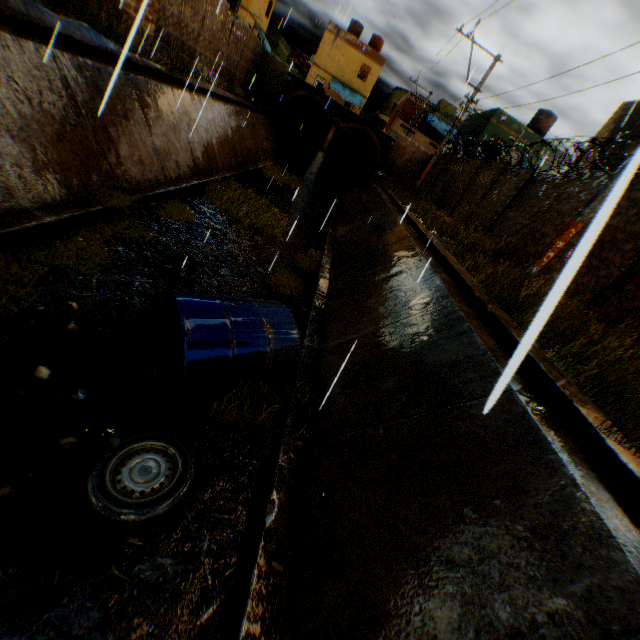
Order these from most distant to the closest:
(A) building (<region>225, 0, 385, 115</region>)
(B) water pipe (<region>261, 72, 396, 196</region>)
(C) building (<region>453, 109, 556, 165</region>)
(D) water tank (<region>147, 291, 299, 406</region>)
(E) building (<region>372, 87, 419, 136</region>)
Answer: (E) building (<region>372, 87, 419, 136</region>)
(A) building (<region>225, 0, 385, 115</region>)
(C) building (<region>453, 109, 556, 165</region>)
(B) water pipe (<region>261, 72, 396, 196</region>)
(D) water tank (<region>147, 291, 299, 406</region>)

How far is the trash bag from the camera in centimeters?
622cm

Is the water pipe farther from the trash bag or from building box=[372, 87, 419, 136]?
the trash bag

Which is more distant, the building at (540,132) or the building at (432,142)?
the building at (432,142)

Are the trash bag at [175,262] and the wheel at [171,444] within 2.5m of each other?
no

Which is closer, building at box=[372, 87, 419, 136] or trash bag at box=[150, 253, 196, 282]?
trash bag at box=[150, 253, 196, 282]

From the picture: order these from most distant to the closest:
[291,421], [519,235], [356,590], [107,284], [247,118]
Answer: [247,118], [519,235], [107,284], [291,421], [356,590]

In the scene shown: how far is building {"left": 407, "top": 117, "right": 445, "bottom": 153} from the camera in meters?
33.9 m
